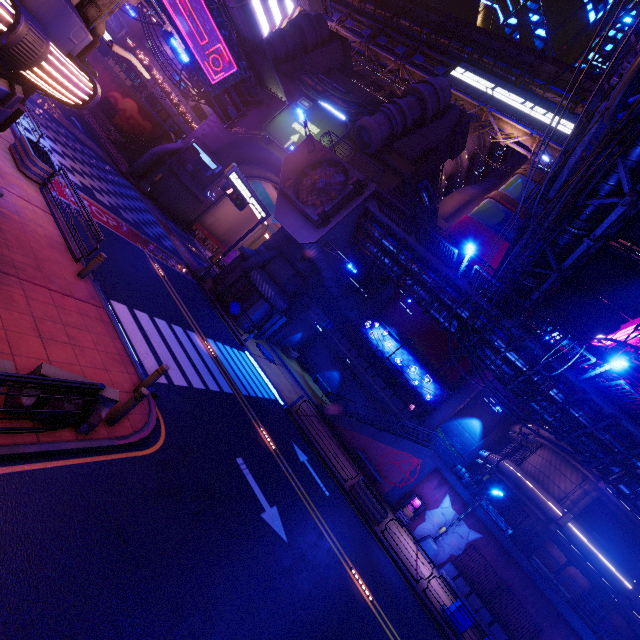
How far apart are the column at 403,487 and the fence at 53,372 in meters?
20.2 m

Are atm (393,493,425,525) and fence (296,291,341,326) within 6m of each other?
no

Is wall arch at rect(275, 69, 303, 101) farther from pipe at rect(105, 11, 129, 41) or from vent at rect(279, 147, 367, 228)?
pipe at rect(105, 11, 129, 41)

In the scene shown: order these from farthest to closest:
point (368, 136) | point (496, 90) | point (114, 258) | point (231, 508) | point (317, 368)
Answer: point (496, 90) → point (317, 368) → point (368, 136) → point (114, 258) → point (231, 508)

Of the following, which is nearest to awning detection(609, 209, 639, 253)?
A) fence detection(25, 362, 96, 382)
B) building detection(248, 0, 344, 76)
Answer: fence detection(25, 362, 96, 382)

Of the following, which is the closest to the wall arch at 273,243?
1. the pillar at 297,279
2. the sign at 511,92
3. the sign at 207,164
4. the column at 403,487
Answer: the pillar at 297,279

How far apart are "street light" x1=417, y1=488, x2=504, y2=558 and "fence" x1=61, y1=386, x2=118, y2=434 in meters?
20.4

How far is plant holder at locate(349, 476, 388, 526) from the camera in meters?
16.3 m
